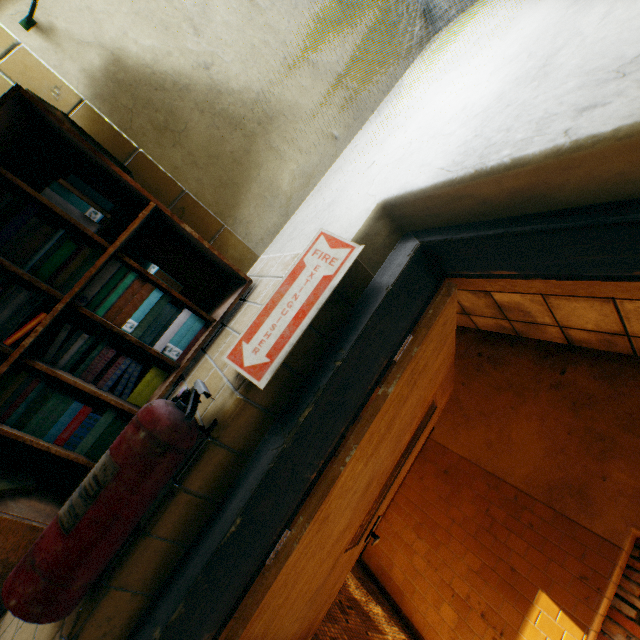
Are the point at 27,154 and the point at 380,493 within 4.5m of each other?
yes

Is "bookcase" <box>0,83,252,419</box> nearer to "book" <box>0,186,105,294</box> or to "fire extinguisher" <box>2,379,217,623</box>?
"book" <box>0,186,105,294</box>

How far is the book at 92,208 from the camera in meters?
1.2 m

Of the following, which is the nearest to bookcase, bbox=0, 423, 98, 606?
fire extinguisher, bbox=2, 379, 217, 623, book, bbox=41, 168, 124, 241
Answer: book, bbox=41, 168, 124, 241

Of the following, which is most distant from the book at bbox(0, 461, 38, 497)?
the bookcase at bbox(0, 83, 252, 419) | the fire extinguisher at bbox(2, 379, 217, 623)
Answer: the fire extinguisher at bbox(2, 379, 217, 623)

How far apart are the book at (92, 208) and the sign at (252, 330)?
0.4m

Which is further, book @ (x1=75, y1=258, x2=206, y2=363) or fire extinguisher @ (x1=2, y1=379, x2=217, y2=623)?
book @ (x1=75, y1=258, x2=206, y2=363)
